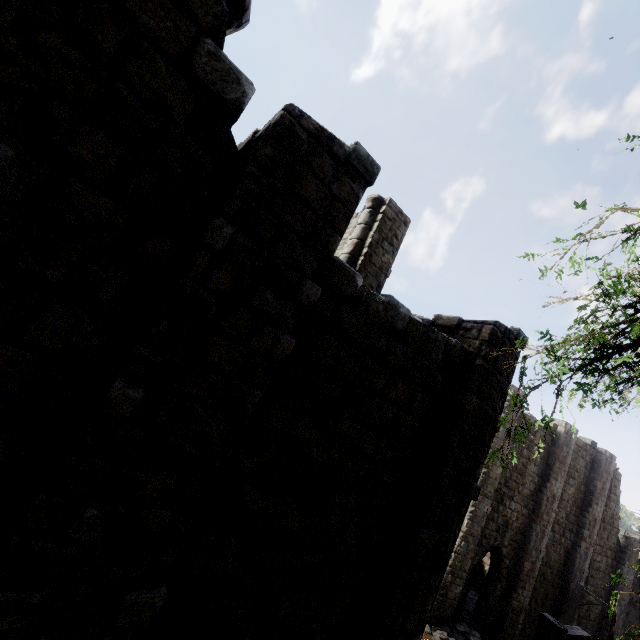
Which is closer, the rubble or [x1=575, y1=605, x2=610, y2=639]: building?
the rubble

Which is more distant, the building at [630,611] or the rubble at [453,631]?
the building at [630,611]

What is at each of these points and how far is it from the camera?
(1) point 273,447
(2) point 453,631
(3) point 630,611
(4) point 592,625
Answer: (1) building, 3.97m
(2) rubble, 14.86m
(3) building, 21.11m
(4) building, 19.80m

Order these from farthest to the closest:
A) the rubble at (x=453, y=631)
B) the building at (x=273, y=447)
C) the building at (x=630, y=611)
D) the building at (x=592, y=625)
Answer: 1. the building at (x=630, y=611)
2. the building at (x=592, y=625)
3. the rubble at (x=453, y=631)
4. the building at (x=273, y=447)

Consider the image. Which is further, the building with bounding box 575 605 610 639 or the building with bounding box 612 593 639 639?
the building with bounding box 612 593 639 639
